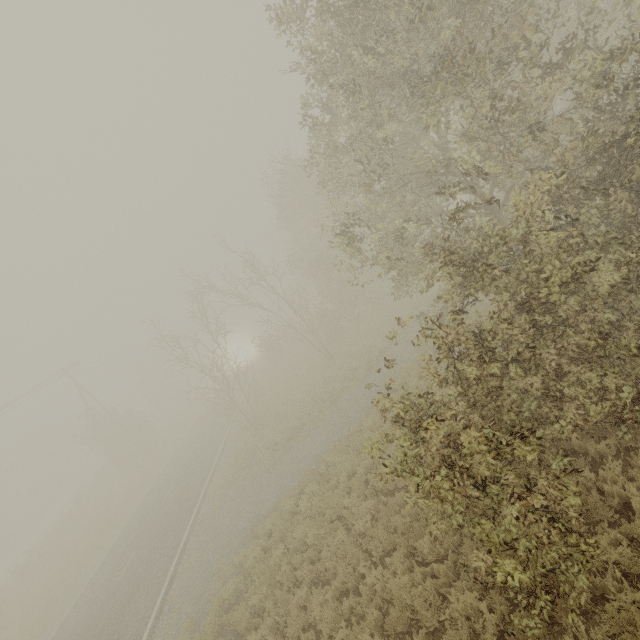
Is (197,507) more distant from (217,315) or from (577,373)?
(577,373)
